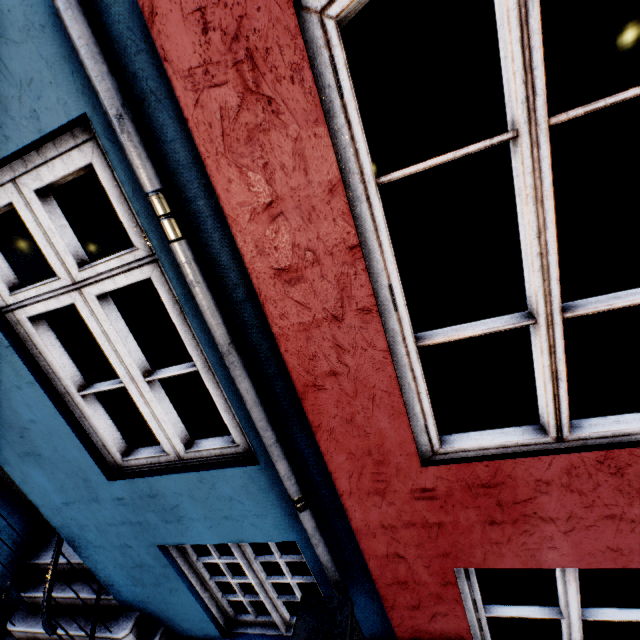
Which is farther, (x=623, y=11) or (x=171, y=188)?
(x=623, y=11)

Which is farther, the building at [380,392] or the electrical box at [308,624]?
the electrical box at [308,624]

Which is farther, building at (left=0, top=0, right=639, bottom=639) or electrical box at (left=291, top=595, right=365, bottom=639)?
electrical box at (left=291, top=595, right=365, bottom=639)
